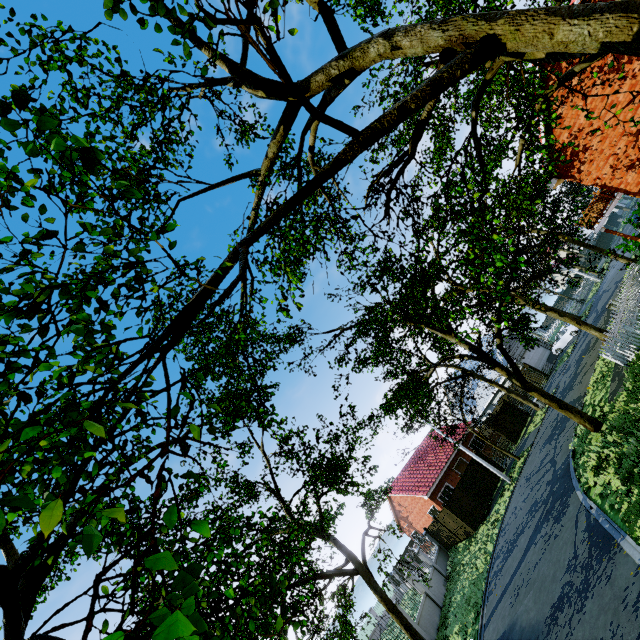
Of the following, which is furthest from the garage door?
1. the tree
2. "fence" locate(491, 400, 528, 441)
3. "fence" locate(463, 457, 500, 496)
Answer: "fence" locate(463, 457, 500, 496)

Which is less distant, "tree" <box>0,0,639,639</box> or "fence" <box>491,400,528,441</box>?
"tree" <box>0,0,639,639</box>

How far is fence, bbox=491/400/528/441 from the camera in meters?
28.7

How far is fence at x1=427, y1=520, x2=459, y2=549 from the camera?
25.16m

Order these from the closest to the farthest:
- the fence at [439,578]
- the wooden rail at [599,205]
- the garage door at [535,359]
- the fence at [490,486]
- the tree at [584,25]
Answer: the tree at [584,25] → the fence at [439,578] → the wooden rail at [599,205] → the fence at [490,486] → the garage door at [535,359]

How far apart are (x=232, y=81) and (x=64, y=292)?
6.8m

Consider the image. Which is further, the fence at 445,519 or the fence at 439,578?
the fence at 445,519
